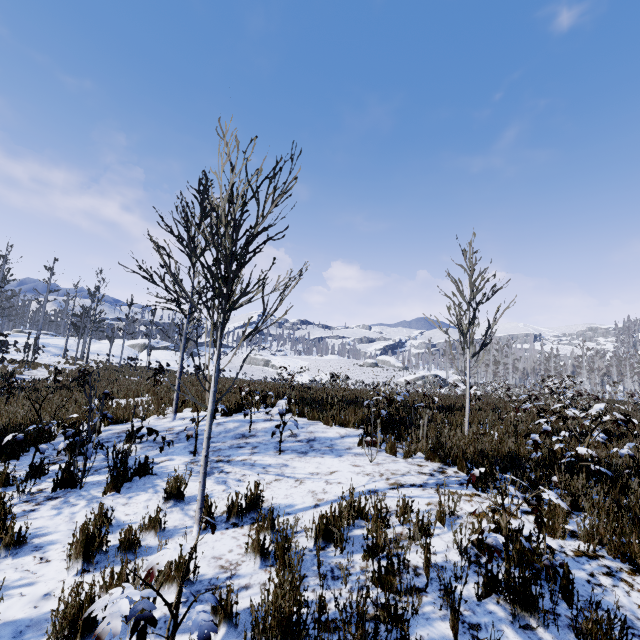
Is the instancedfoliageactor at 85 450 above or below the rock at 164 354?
below

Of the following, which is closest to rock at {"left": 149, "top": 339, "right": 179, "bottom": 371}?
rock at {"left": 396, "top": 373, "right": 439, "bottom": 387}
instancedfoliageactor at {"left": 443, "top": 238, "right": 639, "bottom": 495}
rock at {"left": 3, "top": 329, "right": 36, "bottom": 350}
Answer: instancedfoliageactor at {"left": 443, "top": 238, "right": 639, "bottom": 495}

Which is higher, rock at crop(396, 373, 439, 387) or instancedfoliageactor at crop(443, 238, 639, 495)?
instancedfoliageactor at crop(443, 238, 639, 495)

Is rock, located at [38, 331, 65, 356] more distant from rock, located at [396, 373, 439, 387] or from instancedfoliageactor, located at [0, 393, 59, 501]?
rock, located at [396, 373, 439, 387]

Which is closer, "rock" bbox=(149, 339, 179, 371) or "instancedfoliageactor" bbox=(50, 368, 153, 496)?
"instancedfoliageactor" bbox=(50, 368, 153, 496)

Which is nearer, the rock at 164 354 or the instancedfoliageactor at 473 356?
the instancedfoliageactor at 473 356

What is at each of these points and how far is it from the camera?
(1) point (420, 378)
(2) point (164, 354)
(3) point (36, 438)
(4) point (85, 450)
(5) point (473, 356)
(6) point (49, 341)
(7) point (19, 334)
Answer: (1) rock, 57.0m
(2) rock, 42.8m
(3) instancedfoliageactor, 6.6m
(4) instancedfoliageactor, 5.0m
(5) instancedfoliageactor, 7.6m
(6) rock, 39.6m
(7) rock, 41.5m
